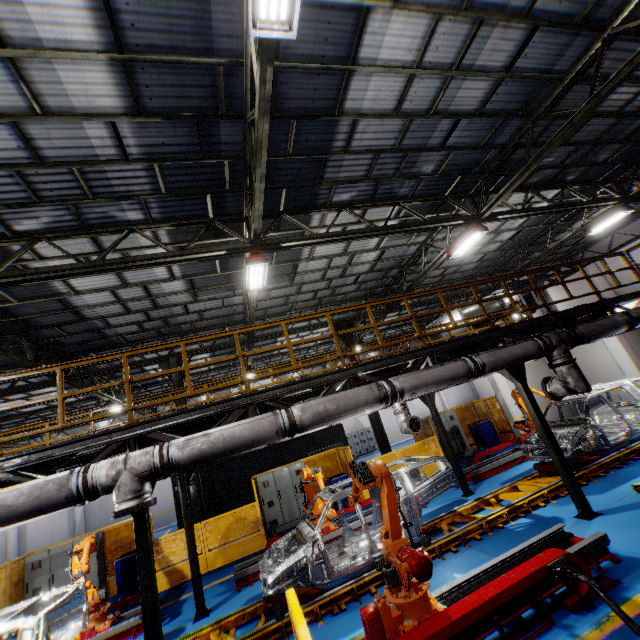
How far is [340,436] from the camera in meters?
19.8

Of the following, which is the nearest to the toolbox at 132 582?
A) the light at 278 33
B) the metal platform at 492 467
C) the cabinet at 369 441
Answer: the metal platform at 492 467

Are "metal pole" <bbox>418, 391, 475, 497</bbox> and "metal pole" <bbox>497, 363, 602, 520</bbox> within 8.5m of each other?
yes

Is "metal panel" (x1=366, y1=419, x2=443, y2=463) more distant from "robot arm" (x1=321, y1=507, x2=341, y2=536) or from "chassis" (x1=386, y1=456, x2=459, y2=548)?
"chassis" (x1=386, y1=456, x2=459, y2=548)

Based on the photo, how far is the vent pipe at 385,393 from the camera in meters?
5.5

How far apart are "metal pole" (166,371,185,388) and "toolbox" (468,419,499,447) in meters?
12.9

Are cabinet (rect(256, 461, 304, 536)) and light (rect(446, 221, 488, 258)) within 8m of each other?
no

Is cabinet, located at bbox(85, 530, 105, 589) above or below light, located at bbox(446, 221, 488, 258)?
below
